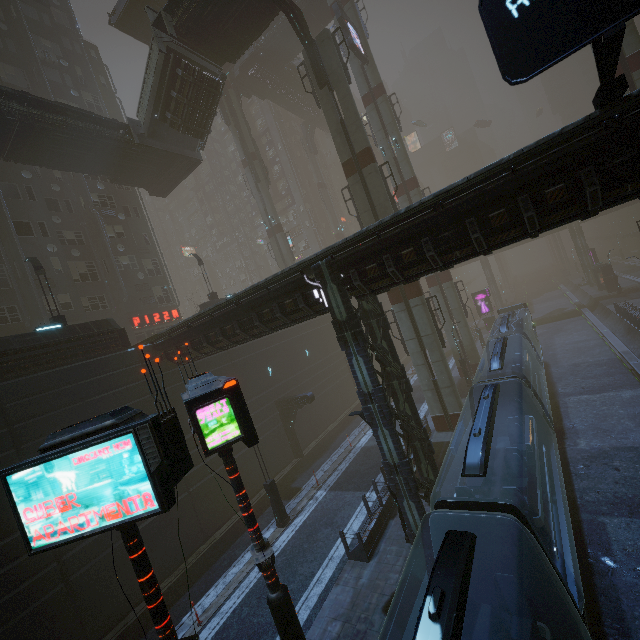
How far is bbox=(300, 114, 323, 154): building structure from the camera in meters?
51.9

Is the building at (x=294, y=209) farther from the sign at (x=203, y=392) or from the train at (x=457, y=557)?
the sign at (x=203, y=392)

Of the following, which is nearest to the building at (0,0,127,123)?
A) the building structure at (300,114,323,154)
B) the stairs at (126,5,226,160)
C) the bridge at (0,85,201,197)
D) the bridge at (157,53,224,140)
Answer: the bridge at (0,85,201,197)

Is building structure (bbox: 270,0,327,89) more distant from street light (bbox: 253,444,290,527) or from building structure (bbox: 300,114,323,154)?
building structure (bbox: 300,114,323,154)

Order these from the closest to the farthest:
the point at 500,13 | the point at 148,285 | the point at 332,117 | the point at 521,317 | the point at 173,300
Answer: the point at 500,13, the point at 332,117, the point at 148,285, the point at 521,317, the point at 173,300

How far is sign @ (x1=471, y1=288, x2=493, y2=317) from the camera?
43.41m

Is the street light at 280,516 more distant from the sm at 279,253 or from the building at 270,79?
the building at 270,79

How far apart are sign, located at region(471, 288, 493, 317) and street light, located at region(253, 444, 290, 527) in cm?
3735
